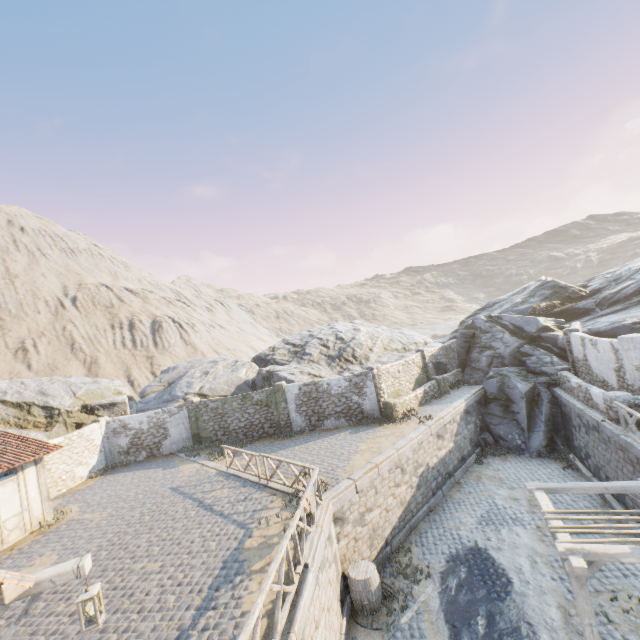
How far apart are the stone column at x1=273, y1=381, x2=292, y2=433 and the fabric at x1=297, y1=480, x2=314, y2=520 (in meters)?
9.87

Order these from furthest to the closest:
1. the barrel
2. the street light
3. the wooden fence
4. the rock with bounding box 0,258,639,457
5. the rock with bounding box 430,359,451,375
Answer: the rock with bounding box 430,359,451,375 < the rock with bounding box 0,258,639,457 < the barrel < the wooden fence < the street light

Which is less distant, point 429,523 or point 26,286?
point 429,523

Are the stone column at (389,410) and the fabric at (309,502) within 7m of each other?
no

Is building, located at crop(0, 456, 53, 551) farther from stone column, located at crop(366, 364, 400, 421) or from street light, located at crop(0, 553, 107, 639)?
stone column, located at crop(366, 364, 400, 421)

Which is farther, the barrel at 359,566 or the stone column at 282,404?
the stone column at 282,404

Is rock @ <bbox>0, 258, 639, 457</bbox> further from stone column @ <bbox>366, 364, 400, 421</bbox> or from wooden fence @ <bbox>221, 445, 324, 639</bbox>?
wooden fence @ <bbox>221, 445, 324, 639</bbox>

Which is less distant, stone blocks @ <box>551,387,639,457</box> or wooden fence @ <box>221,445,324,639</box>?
wooden fence @ <box>221,445,324,639</box>
